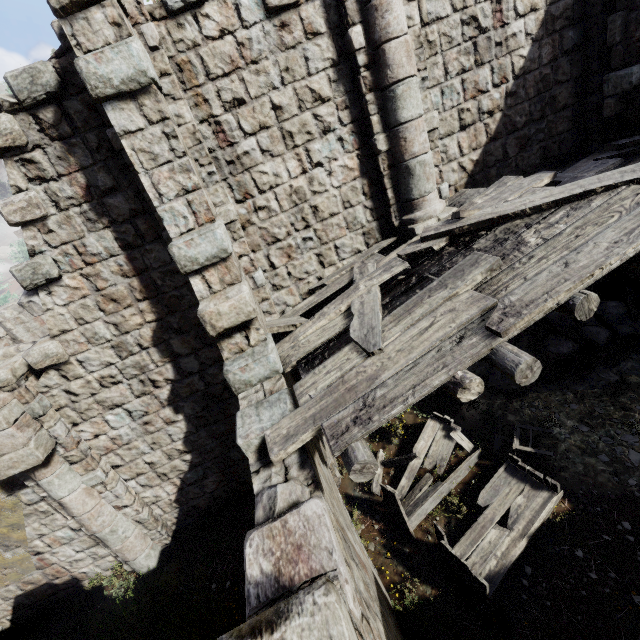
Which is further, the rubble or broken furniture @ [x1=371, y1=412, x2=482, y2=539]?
the rubble

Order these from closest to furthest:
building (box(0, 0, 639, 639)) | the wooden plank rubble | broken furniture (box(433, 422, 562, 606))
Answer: the wooden plank rubble < building (box(0, 0, 639, 639)) < broken furniture (box(433, 422, 562, 606))

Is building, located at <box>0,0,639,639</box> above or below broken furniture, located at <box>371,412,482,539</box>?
above

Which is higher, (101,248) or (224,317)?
(101,248)

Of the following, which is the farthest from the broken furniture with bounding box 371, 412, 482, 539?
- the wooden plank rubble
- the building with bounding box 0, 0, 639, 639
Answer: the wooden plank rubble

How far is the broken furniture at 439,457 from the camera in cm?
623

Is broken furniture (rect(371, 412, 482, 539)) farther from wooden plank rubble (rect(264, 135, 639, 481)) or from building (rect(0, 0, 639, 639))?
wooden plank rubble (rect(264, 135, 639, 481))

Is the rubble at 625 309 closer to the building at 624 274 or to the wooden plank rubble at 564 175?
the building at 624 274
